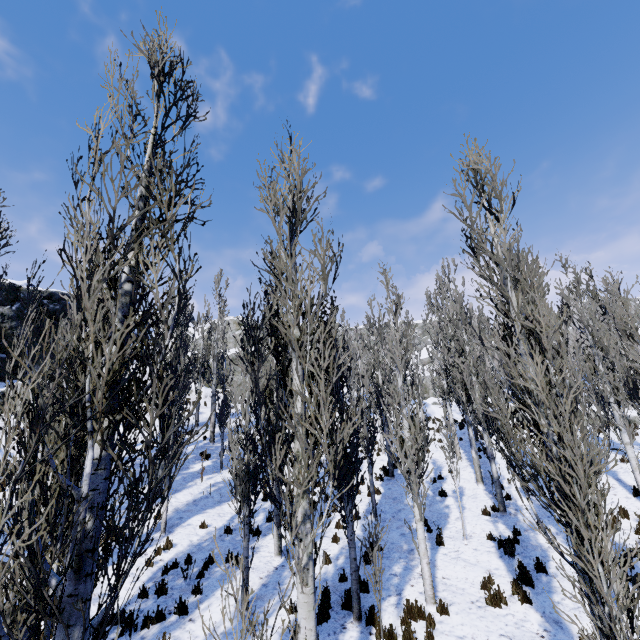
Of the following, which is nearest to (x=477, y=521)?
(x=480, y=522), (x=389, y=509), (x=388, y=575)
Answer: (x=480, y=522)

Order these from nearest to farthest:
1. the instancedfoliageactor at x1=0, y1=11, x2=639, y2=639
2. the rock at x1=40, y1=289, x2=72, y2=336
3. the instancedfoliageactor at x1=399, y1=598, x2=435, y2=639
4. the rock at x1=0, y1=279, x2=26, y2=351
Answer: the instancedfoliageactor at x1=0, y1=11, x2=639, y2=639
the instancedfoliageactor at x1=399, y1=598, x2=435, y2=639
the rock at x1=0, y1=279, x2=26, y2=351
the rock at x1=40, y1=289, x2=72, y2=336

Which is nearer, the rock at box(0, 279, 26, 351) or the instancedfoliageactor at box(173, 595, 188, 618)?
the instancedfoliageactor at box(173, 595, 188, 618)

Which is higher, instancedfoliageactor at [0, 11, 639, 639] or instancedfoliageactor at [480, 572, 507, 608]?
instancedfoliageactor at [0, 11, 639, 639]

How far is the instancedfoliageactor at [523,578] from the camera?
7.9m

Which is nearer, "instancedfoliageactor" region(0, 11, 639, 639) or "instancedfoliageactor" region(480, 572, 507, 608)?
"instancedfoliageactor" region(0, 11, 639, 639)

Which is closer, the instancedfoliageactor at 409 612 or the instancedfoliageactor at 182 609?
the instancedfoliageactor at 409 612
